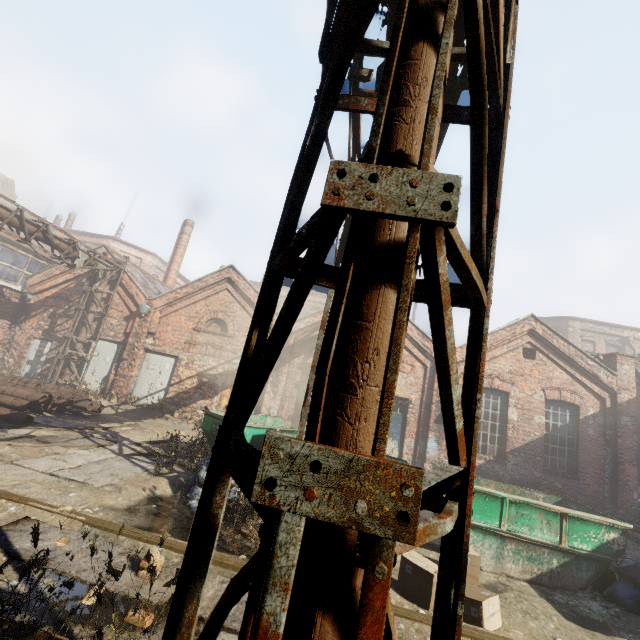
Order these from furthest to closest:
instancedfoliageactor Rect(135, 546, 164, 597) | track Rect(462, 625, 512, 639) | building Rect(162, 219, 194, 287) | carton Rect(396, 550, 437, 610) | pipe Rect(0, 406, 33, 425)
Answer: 1. building Rect(162, 219, 194, 287)
2. pipe Rect(0, 406, 33, 425)
3. carton Rect(396, 550, 437, 610)
4. track Rect(462, 625, 512, 639)
5. instancedfoliageactor Rect(135, 546, 164, 597)

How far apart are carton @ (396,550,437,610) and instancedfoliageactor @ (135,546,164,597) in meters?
3.3 m

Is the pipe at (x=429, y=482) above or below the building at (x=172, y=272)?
below

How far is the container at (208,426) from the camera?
8.3m

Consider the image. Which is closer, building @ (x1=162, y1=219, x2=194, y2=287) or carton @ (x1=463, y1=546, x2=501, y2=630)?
carton @ (x1=463, y1=546, x2=501, y2=630)

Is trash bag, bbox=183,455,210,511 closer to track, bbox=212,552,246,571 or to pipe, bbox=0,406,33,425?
track, bbox=212,552,246,571

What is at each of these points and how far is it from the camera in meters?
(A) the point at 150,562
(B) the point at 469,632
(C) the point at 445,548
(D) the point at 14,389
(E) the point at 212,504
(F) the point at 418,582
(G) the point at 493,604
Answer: (A) instancedfoliageactor, 3.7
(B) track, 3.9
(C) scaffolding, 1.6
(D) pipe, 10.2
(E) scaffolding, 1.8
(F) carton, 4.5
(G) carton, 4.3
